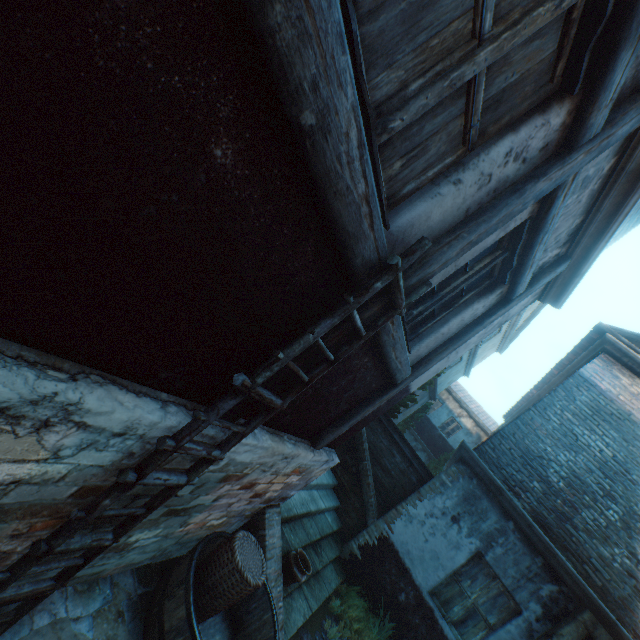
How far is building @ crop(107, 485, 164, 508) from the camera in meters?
2.0 m

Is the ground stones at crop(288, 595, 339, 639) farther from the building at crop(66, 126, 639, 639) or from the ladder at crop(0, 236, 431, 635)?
the ladder at crop(0, 236, 431, 635)

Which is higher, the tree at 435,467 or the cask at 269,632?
the tree at 435,467

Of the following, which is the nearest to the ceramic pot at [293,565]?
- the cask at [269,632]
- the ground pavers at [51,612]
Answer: the cask at [269,632]

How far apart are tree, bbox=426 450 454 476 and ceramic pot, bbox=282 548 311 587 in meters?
18.8

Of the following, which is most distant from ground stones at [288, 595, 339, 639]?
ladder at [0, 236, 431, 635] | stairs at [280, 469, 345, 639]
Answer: ladder at [0, 236, 431, 635]

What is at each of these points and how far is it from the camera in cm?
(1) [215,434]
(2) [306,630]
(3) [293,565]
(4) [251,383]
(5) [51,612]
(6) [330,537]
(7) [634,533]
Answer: (1) building, 206
(2) ground stones, 485
(3) ceramic pot, 433
(4) ladder, 175
(5) ground pavers, 238
(6) stairs, 691
(7) building, 586
